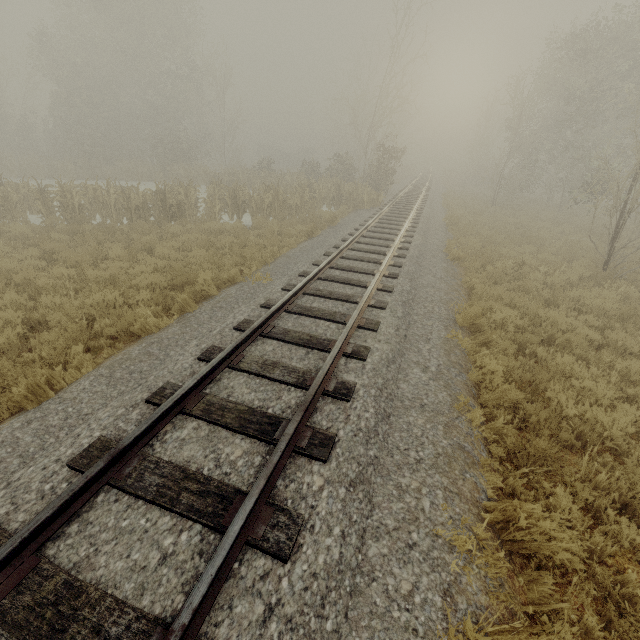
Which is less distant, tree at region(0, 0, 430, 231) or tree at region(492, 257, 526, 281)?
tree at region(492, 257, 526, 281)

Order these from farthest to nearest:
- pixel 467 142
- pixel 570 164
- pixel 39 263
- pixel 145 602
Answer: pixel 467 142
pixel 570 164
pixel 39 263
pixel 145 602

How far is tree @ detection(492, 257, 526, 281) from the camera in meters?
10.1 m

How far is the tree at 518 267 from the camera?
10.14m

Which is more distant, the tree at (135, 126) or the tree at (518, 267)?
the tree at (135, 126)

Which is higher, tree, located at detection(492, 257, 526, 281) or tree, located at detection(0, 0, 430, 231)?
tree, located at detection(0, 0, 430, 231)
